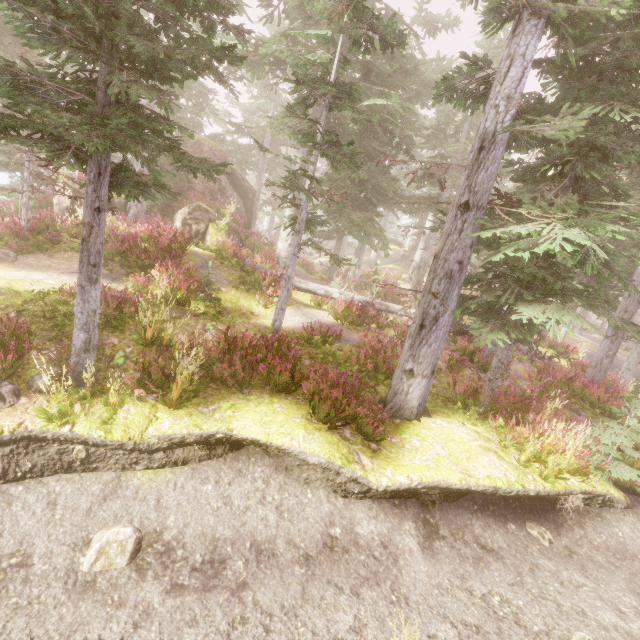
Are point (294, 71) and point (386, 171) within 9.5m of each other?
no

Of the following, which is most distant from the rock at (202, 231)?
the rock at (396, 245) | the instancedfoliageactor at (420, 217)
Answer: the rock at (396, 245)

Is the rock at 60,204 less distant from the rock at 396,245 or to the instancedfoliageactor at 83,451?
the instancedfoliageactor at 83,451

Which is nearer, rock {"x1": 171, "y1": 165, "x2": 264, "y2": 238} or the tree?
the tree

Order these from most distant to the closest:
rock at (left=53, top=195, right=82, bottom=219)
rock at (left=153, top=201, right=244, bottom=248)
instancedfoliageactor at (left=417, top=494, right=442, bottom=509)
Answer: rock at (left=53, top=195, right=82, bottom=219) < rock at (left=153, top=201, right=244, bottom=248) < instancedfoliageactor at (left=417, top=494, right=442, bottom=509)

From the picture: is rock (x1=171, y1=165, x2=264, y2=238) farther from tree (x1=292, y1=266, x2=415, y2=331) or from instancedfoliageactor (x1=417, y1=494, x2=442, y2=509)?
tree (x1=292, y1=266, x2=415, y2=331)

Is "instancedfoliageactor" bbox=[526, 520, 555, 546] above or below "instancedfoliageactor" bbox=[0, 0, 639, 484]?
below

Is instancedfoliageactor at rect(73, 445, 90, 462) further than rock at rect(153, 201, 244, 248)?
No
